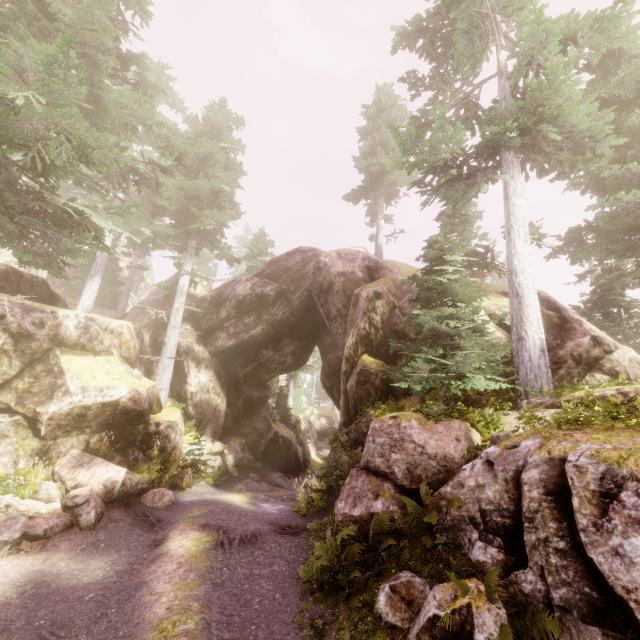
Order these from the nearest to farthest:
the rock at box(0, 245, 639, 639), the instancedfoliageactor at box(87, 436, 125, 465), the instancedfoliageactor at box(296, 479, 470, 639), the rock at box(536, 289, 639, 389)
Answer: the rock at box(0, 245, 639, 639)
the instancedfoliageactor at box(296, 479, 470, 639)
the rock at box(536, 289, 639, 389)
the instancedfoliageactor at box(87, 436, 125, 465)

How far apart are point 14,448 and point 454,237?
16.60m

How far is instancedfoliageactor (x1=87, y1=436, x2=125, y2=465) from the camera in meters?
11.7

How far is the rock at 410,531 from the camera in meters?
6.9 m

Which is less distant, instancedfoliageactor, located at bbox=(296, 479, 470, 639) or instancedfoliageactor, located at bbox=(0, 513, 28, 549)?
instancedfoliageactor, located at bbox=(296, 479, 470, 639)

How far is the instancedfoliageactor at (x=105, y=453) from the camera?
11.7m
